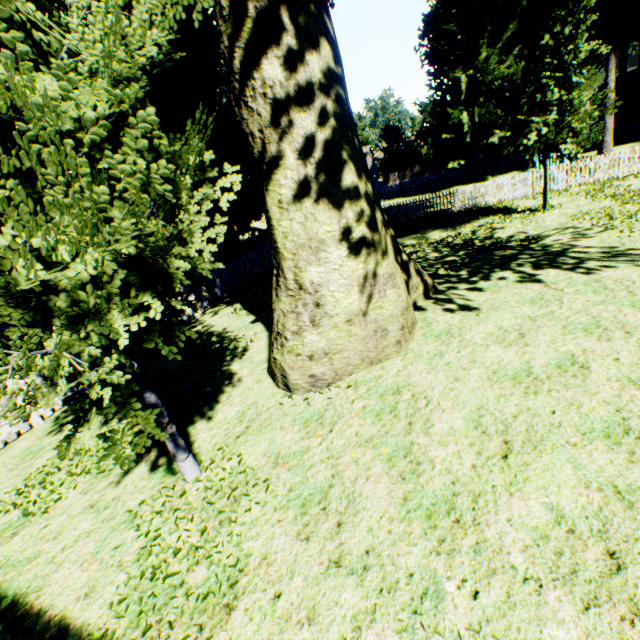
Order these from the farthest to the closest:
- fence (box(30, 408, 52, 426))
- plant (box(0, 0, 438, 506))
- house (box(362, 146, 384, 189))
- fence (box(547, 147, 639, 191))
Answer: house (box(362, 146, 384, 189)), fence (box(547, 147, 639, 191)), fence (box(30, 408, 52, 426)), plant (box(0, 0, 438, 506))

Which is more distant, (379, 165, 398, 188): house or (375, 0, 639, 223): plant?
(379, 165, 398, 188): house

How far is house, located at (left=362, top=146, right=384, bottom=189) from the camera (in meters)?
44.94

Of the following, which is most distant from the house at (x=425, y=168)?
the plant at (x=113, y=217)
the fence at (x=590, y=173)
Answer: the plant at (x=113, y=217)

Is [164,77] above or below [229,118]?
above

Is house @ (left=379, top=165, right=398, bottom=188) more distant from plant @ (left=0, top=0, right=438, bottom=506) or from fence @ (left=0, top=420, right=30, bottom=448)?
plant @ (left=0, top=0, right=438, bottom=506)

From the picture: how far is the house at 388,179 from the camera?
45.8m
